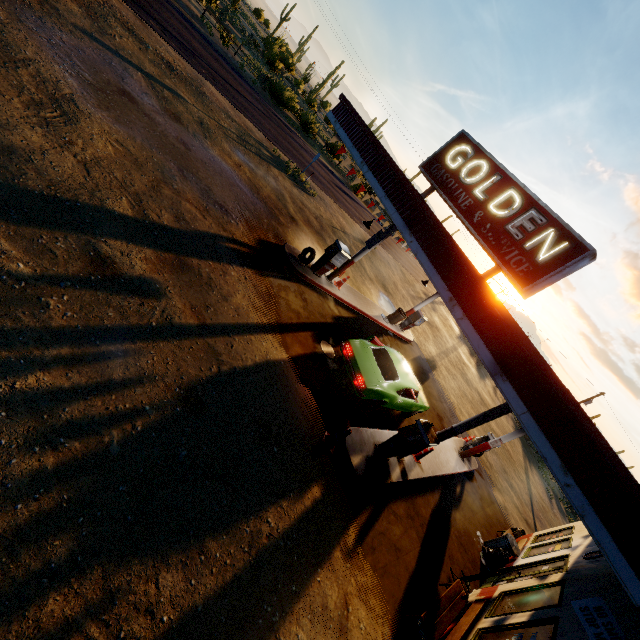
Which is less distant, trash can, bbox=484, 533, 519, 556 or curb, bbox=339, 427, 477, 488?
curb, bbox=339, 427, 477, 488

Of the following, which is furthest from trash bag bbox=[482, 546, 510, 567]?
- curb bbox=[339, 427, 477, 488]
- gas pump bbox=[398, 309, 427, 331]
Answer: gas pump bbox=[398, 309, 427, 331]

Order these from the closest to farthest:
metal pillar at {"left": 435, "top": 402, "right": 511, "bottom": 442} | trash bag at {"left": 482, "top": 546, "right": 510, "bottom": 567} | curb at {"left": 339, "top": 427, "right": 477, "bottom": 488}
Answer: curb at {"left": 339, "top": 427, "right": 477, "bottom": 488}
metal pillar at {"left": 435, "top": 402, "right": 511, "bottom": 442}
trash bag at {"left": 482, "top": 546, "right": 510, "bottom": 567}

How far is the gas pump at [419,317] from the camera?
18.0m

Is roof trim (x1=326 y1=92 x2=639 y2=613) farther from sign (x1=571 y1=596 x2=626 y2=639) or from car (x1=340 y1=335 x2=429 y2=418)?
car (x1=340 y1=335 x2=429 y2=418)

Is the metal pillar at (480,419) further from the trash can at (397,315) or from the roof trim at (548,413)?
the trash can at (397,315)

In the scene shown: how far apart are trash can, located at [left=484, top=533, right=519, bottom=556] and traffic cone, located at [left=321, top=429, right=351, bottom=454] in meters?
8.2 m

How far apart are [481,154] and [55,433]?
11.0m
